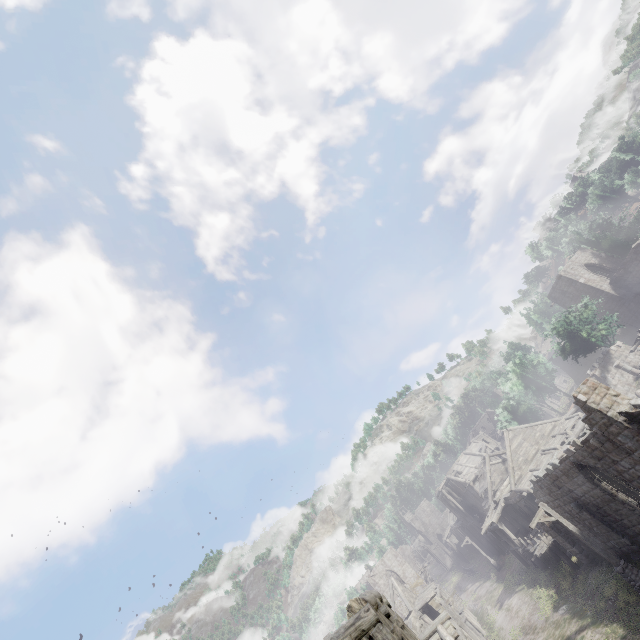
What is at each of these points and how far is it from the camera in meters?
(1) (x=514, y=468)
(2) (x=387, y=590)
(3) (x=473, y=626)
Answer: (1) building, 28.9
(2) building, 46.7
(3) building, 31.7

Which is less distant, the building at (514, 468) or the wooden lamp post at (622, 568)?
the building at (514, 468)

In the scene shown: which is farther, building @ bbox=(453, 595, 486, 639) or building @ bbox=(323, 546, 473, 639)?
building @ bbox=(453, 595, 486, 639)

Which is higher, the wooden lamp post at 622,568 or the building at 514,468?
the building at 514,468

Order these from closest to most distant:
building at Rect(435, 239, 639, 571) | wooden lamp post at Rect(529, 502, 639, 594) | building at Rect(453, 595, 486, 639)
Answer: building at Rect(435, 239, 639, 571)
wooden lamp post at Rect(529, 502, 639, 594)
building at Rect(453, 595, 486, 639)

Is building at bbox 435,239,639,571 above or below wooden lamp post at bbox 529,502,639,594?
above
